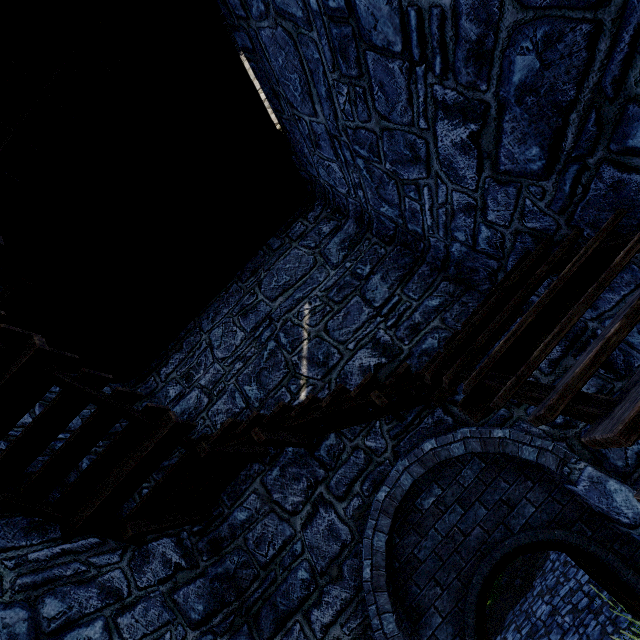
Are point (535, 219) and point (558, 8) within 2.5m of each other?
yes
